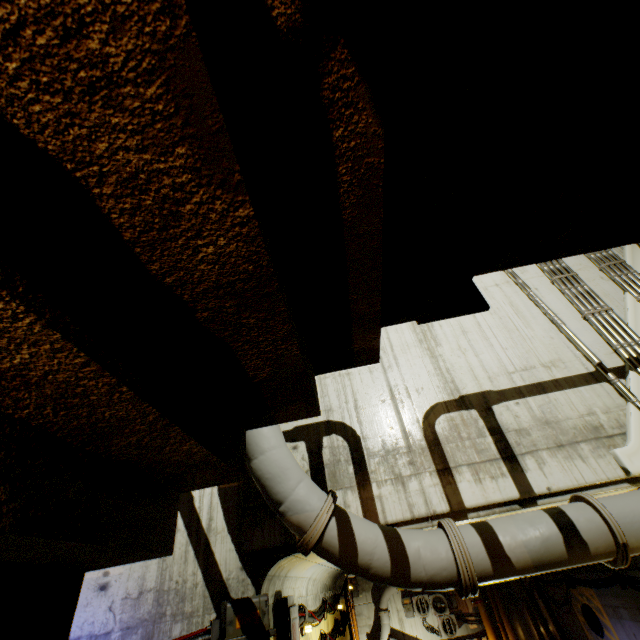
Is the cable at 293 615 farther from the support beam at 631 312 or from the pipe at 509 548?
the support beam at 631 312

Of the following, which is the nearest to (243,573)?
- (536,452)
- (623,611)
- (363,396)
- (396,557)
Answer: (396,557)

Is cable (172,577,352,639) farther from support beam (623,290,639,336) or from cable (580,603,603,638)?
cable (580,603,603,638)

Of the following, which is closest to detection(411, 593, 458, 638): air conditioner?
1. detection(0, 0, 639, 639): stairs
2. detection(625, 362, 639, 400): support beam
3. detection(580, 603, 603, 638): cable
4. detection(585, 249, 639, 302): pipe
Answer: detection(585, 249, 639, 302): pipe

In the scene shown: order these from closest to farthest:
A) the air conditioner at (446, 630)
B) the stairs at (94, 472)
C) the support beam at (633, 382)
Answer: the stairs at (94, 472) < the support beam at (633, 382) < the air conditioner at (446, 630)

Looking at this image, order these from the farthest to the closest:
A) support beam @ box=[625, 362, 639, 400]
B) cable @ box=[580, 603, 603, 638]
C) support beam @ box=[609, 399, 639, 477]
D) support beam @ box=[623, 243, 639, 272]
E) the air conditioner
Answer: the air conditioner → cable @ box=[580, 603, 603, 638] → support beam @ box=[623, 243, 639, 272] → support beam @ box=[625, 362, 639, 400] → support beam @ box=[609, 399, 639, 477]

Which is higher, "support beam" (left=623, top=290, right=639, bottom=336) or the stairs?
"support beam" (left=623, top=290, right=639, bottom=336)

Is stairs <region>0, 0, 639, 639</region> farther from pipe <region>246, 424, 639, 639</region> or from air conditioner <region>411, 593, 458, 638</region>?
air conditioner <region>411, 593, 458, 638</region>
